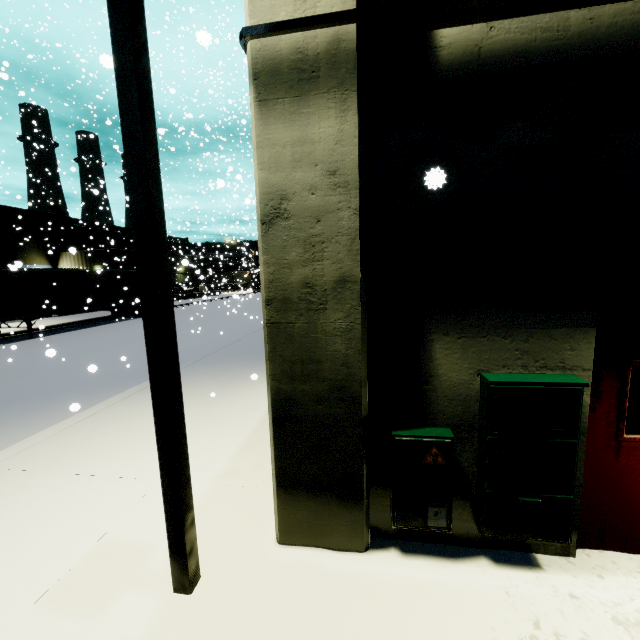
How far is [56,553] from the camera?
3.4 meters

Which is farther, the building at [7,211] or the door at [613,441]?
the building at [7,211]

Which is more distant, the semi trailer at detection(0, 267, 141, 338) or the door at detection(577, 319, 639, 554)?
the semi trailer at detection(0, 267, 141, 338)

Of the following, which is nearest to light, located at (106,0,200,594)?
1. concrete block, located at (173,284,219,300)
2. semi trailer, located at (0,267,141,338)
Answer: semi trailer, located at (0,267,141,338)

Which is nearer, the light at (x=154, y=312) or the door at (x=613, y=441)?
the light at (x=154, y=312)

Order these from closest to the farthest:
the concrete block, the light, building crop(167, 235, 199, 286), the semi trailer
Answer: the light < the semi trailer < building crop(167, 235, 199, 286) < the concrete block

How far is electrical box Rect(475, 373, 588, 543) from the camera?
2.8m

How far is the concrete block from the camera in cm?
3469
